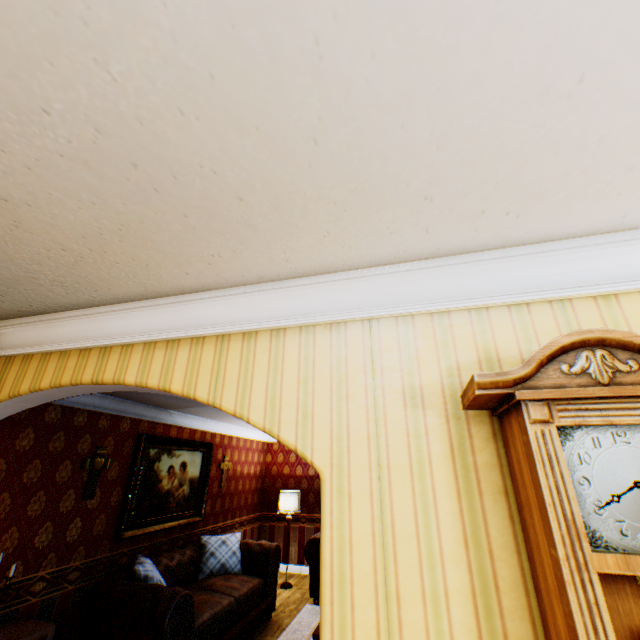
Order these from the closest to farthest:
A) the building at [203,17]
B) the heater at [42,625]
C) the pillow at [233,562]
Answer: the building at [203,17], the heater at [42,625], the pillow at [233,562]

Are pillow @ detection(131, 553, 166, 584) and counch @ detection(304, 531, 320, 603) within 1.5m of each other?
no

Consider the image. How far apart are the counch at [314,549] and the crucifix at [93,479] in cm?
410

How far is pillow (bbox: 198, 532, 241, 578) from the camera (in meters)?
5.27

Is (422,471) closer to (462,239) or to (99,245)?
(462,239)

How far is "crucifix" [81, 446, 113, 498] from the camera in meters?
4.1 m

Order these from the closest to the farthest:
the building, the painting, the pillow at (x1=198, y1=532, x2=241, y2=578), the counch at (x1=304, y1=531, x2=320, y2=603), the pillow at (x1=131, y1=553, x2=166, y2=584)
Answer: the building → the pillow at (x1=131, y1=553, x2=166, y2=584) → the painting → the pillow at (x1=198, y1=532, x2=241, y2=578) → the counch at (x1=304, y1=531, x2=320, y2=603)

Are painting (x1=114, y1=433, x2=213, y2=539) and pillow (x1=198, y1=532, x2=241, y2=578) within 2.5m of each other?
yes
